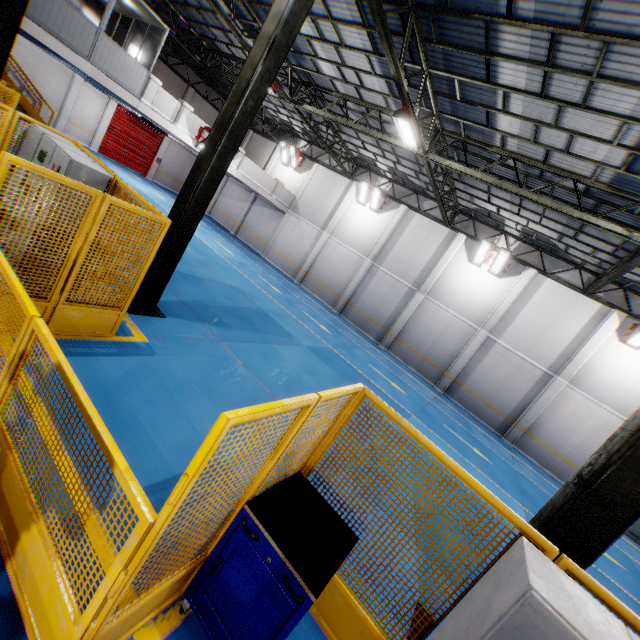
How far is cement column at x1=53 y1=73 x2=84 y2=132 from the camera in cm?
2064

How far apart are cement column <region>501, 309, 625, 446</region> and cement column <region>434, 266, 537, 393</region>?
3.3 meters

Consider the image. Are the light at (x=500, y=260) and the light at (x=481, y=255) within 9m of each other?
yes

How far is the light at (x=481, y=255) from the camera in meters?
16.6

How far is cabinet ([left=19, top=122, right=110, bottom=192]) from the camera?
5.34m

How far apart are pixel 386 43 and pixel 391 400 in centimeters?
1023cm

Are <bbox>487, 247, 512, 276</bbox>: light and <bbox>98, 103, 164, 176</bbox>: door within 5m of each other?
no

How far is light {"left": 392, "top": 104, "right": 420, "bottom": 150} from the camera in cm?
963
